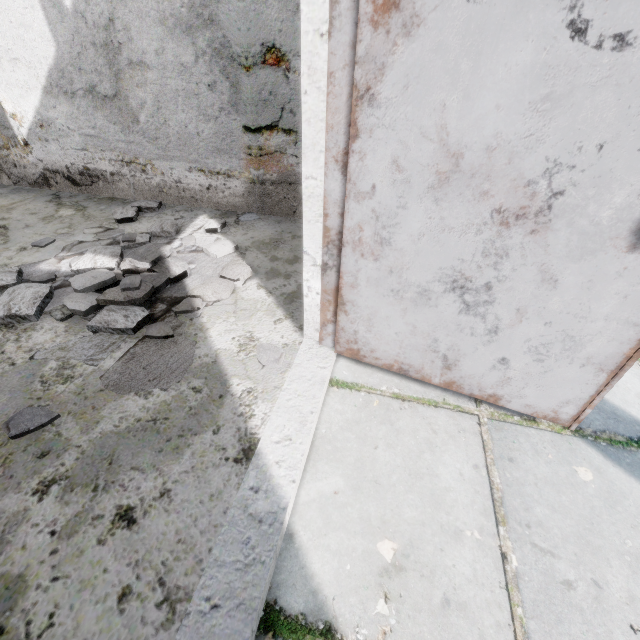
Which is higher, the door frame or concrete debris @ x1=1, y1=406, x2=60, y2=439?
the door frame

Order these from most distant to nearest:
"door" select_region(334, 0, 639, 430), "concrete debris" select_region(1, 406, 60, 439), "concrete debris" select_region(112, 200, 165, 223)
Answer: "concrete debris" select_region(112, 200, 165, 223)
"concrete debris" select_region(1, 406, 60, 439)
"door" select_region(334, 0, 639, 430)

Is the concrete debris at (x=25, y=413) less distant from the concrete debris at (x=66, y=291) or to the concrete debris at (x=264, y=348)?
the concrete debris at (x=66, y=291)

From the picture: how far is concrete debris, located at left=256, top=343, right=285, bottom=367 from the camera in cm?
171

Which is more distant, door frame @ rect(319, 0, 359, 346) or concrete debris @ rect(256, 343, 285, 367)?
concrete debris @ rect(256, 343, 285, 367)

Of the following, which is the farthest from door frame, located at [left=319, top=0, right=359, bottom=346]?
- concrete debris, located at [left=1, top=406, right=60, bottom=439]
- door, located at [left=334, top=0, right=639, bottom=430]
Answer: concrete debris, located at [left=1, top=406, right=60, bottom=439]

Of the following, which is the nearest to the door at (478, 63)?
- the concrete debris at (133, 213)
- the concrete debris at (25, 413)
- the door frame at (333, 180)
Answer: the door frame at (333, 180)

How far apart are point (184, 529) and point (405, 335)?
1.2 meters
